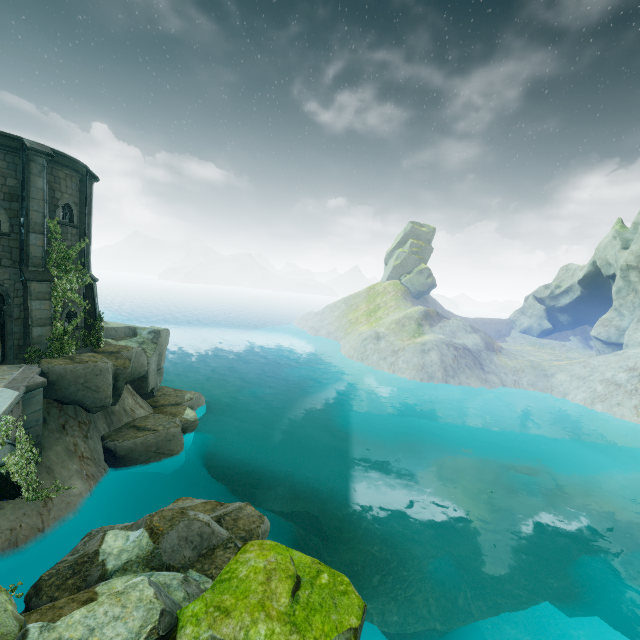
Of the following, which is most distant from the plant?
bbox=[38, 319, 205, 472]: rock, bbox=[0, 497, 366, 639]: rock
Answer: bbox=[0, 497, 366, 639]: rock

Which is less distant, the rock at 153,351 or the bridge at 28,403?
the bridge at 28,403

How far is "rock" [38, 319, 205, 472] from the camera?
14.54m

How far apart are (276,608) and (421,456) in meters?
26.5

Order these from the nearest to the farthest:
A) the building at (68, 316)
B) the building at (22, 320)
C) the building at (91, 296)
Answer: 1. the building at (22, 320)
2. the building at (68, 316)
3. the building at (91, 296)

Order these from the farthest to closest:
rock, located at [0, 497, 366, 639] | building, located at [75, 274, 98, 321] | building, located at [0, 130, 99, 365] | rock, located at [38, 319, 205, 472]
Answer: building, located at [75, 274, 98, 321] → rock, located at [38, 319, 205, 472] → building, located at [0, 130, 99, 365] → rock, located at [0, 497, 366, 639]

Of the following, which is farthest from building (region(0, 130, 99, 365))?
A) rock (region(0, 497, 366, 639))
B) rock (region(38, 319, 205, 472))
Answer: rock (region(0, 497, 366, 639))
